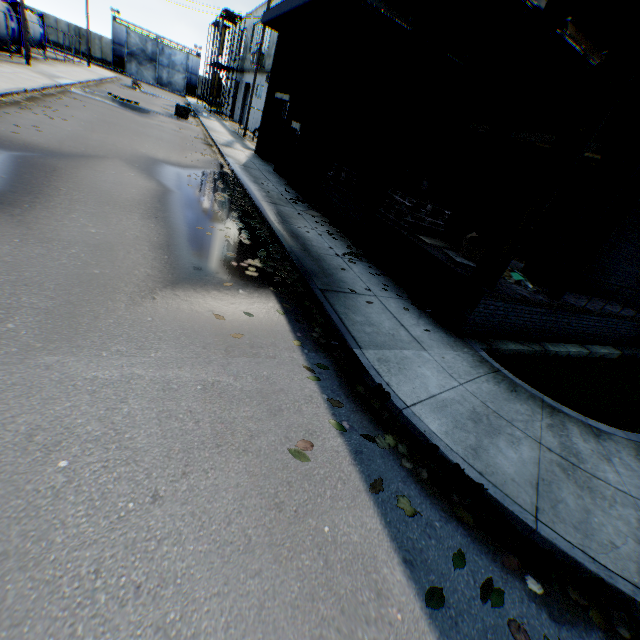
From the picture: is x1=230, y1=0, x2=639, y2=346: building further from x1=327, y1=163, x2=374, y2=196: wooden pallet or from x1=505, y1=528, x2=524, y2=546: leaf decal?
x1=505, y1=528, x2=524, y2=546: leaf decal

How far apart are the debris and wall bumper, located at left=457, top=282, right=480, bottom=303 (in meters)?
1.30

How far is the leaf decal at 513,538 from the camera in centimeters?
307cm

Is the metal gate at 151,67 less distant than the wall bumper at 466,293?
No

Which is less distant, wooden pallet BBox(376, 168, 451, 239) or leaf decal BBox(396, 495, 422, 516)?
leaf decal BBox(396, 495, 422, 516)

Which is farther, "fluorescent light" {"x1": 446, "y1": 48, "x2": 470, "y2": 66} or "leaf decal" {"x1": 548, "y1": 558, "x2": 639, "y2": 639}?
"fluorescent light" {"x1": 446, "y1": 48, "x2": 470, "y2": 66}

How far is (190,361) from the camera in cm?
370

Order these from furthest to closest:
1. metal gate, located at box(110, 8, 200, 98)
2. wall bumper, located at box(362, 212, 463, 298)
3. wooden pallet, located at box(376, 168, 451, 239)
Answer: metal gate, located at box(110, 8, 200, 98) < wooden pallet, located at box(376, 168, 451, 239) < wall bumper, located at box(362, 212, 463, 298)
